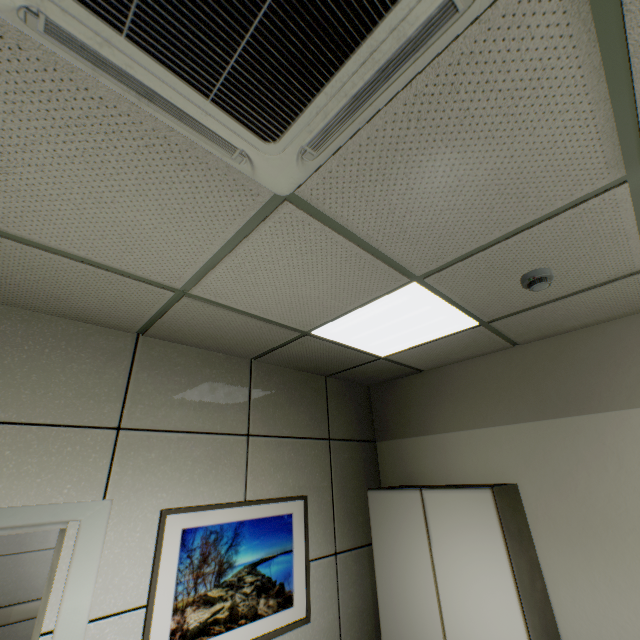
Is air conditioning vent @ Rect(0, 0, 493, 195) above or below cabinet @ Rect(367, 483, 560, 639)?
above

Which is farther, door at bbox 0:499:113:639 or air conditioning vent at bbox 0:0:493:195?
door at bbox 0:499:113:639

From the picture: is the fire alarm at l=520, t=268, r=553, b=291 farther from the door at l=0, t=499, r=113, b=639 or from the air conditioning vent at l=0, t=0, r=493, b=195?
the door at l=0, t=499, r=113, b=639

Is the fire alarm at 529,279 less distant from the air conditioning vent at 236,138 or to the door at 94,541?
the air conditioning vent at 236,138

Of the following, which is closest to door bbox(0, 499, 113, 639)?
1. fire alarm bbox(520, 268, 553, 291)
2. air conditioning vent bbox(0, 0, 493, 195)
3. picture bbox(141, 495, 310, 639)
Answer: picture bbox(141, 495, 310, 639)

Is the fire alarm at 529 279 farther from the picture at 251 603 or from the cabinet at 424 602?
the picture at 251 603

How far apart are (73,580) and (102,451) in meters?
0.7 m

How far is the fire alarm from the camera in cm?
186
